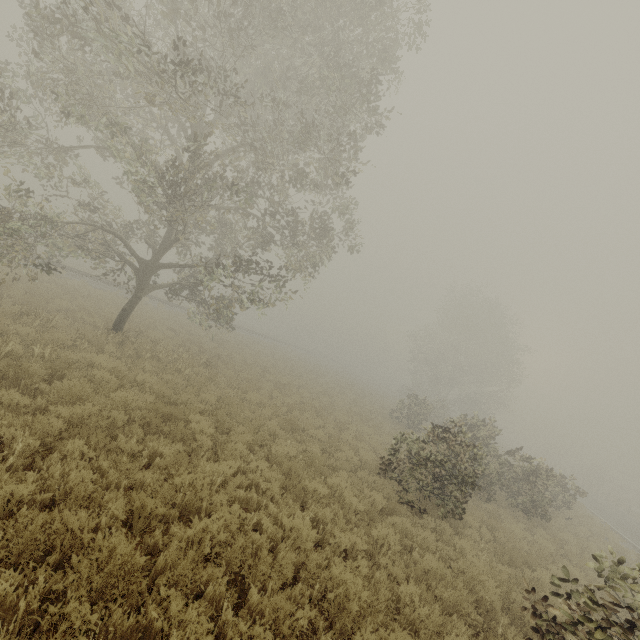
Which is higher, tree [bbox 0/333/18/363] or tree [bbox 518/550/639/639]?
tree [bbox 518/550/639/639]

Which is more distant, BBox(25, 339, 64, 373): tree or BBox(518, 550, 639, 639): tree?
BBox(25, 339, 64, 373): tree

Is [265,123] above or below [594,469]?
above

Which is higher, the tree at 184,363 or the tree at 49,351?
the tree at 49,351

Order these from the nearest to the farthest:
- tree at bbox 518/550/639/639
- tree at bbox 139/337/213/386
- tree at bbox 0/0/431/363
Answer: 1. tree at bbox 518/550/639/639
2. tree at bbox 0/0/431/363
3. tree at bbox 139/337/213/386

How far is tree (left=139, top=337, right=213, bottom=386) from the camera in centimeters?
1195cm

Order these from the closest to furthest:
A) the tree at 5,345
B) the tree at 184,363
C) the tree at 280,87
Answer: the tree at 5,345, the tree at 280,87, the tree at 184,363
